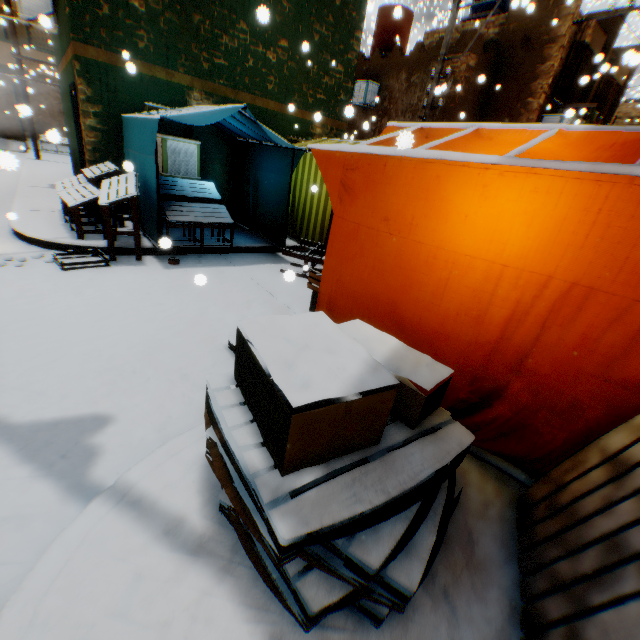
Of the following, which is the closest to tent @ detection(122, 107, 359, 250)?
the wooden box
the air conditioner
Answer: the wooden box

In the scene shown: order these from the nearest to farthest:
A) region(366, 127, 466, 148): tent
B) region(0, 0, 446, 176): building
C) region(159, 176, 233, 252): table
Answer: region(366, 127, 466, 148): tent < region(159, 176, 233, 252): table < region(0, 0, 446, 176): building

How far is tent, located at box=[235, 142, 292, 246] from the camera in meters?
7.0

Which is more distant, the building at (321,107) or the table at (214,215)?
the building at (321,107)

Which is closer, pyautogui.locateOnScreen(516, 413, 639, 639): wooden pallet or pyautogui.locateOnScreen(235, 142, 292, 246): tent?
pyautogui.locateOnScreen(516, 413, 639, 639): wooden pallet

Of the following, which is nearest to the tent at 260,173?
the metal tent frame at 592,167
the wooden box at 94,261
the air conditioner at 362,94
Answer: the metal tent frame at 592,167

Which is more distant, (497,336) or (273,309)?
(273,309)

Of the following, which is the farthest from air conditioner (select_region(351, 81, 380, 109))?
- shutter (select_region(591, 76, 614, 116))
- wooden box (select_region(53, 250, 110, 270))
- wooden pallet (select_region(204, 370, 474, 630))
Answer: wooden pallet (select_region(204, 370, 474, 630))
